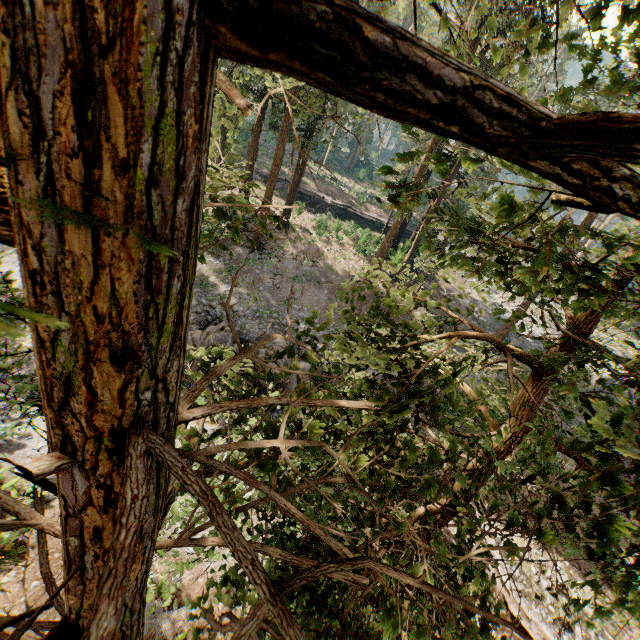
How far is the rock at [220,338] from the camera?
17.5 meters

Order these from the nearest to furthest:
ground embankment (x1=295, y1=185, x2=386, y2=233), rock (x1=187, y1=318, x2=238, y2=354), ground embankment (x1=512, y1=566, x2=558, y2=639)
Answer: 1. ground embankment (x1=512, y1=566, x2=558, y2=639)
2. rock (x1=187, y1=318, x2=238, y2=354)
3. ground embankment (x1=295, y1=185, x2=386, y2=233)

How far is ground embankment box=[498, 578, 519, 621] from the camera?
14.5 meters

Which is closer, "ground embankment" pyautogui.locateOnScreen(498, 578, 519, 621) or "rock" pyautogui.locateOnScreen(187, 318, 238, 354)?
"ground embankment" pyautogui.locateOnScreen(498, 578, 519, 621)

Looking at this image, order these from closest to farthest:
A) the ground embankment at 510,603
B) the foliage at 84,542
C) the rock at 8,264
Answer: the foliage at 84,542
the ground embankment at 510,603
the rock at 8,264

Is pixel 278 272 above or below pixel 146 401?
below

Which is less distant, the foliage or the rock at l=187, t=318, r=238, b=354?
the foliage

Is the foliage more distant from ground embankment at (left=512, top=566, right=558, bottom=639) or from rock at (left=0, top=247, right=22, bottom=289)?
Result: rock at (left=0, top=247, right=22, bottom=289)
